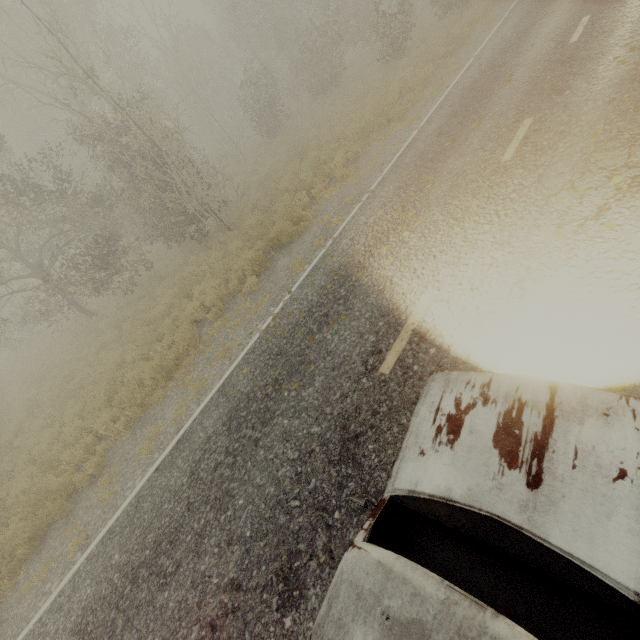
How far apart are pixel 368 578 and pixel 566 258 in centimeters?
432cm
